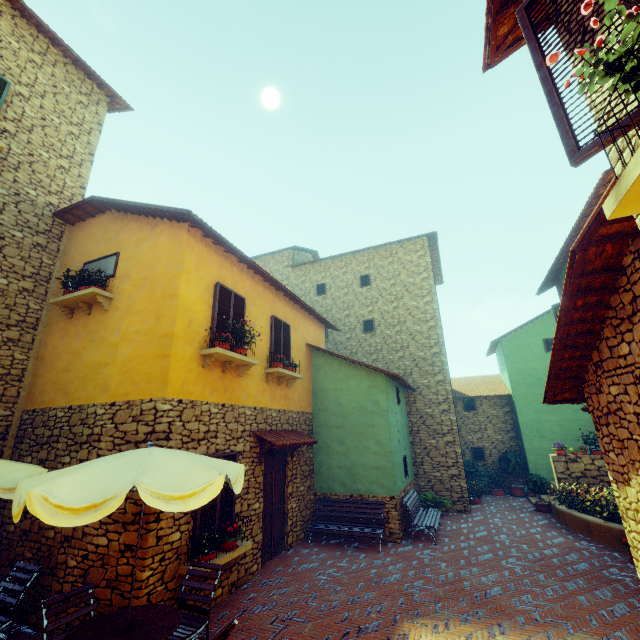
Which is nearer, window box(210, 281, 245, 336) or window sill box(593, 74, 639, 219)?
window sill box(593, 74, 639, 219)

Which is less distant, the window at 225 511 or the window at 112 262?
the window at 225 511

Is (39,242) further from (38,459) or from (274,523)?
(274,523)

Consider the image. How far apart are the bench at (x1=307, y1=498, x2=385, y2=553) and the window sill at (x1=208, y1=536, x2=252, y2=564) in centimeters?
328cm

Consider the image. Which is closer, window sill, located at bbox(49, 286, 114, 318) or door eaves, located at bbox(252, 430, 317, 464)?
window sill, located at bbox(49, 286, 114, 318)

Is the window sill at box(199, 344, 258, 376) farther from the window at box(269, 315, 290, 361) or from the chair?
the chair

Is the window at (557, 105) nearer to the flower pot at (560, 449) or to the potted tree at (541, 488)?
the flower pot at (560, 449)

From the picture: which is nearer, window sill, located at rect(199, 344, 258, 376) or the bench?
window sill, located at rect(199, 344, 258, 376)
